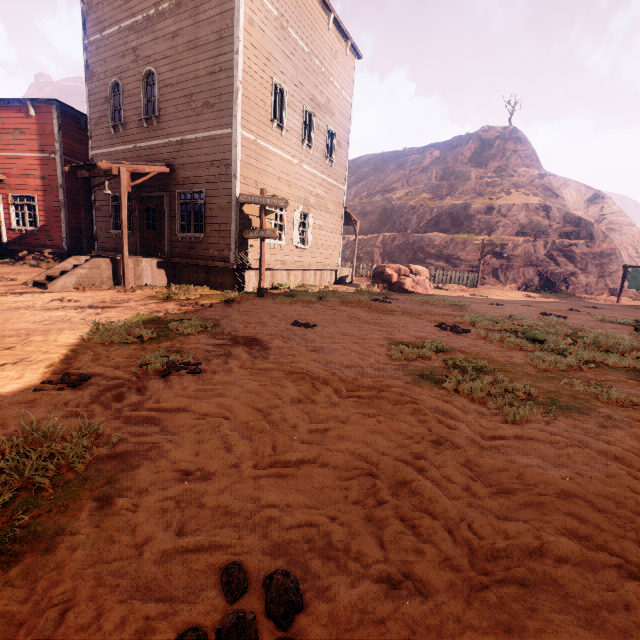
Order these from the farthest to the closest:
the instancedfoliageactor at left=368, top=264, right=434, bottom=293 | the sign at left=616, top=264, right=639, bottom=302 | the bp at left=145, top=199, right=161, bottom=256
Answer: the sign at left=616, top=264, right=639, bottom=302 < the instancedfoliageactor at left=368, top=264, right=434, bottom=293 < the bp at left=145, top=199, right=161, bottom=256

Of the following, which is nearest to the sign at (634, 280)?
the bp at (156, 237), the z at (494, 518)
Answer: the z at (494, 518)

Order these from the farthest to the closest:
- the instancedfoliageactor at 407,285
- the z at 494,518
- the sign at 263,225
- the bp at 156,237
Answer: the instancedfoliageactor at 407,285
the bp at 156,237
the sign at 263,225
the z at 494,518

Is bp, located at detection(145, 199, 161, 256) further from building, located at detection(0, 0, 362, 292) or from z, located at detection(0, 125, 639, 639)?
z, located at detection(0, 125, 639, 639)

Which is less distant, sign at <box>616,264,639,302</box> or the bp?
the bp

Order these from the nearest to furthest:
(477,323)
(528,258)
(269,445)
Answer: (269,445) < (477,323) < (528,258)

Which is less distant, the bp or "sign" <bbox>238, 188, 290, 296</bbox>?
"sign" <bbox>238, 188, 290, 296</bbox>

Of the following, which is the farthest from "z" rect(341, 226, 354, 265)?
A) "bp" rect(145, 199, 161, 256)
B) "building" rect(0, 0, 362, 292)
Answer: "bp" rect(145, 199, 161, 256)
